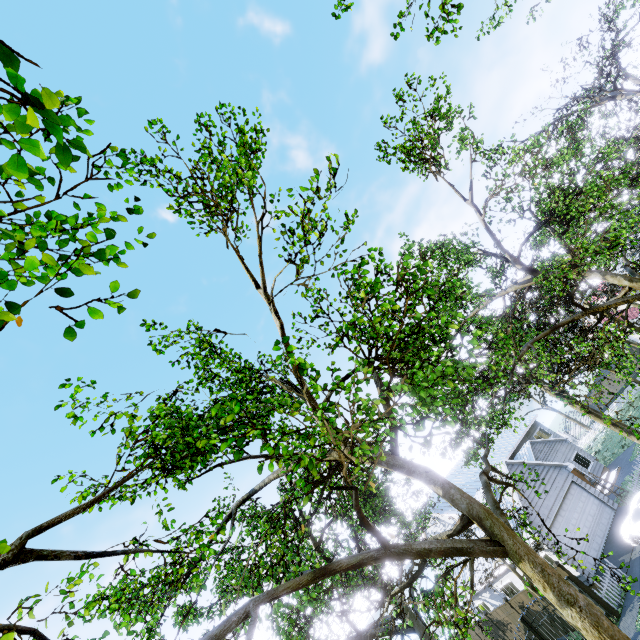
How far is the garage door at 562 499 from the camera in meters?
18.4 m

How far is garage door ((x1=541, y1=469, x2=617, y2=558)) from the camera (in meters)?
18.41

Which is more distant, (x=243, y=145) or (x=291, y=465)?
(x=291, y=465)

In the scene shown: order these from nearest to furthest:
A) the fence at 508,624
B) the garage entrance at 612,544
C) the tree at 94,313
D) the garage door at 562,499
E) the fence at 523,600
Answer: the tree at 94,313
the garage entrance at 612,544
the fence at 523,600
the garage door at 562,499
the fence at 508,624

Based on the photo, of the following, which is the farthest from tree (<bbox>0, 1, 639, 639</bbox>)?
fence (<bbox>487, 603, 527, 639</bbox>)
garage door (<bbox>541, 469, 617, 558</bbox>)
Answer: fence (<bbox>487, 603, 527, 639</bbox>)

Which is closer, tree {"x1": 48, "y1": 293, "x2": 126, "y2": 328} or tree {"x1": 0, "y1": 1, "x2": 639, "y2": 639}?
tree {"x1": 48, "y1": 293, "x2": 126, "y2": 328}

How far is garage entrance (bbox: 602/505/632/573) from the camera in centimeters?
1658cm

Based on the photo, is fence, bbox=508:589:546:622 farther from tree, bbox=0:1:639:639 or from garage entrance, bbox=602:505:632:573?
garage entrance, bbox=602:505:632:573
